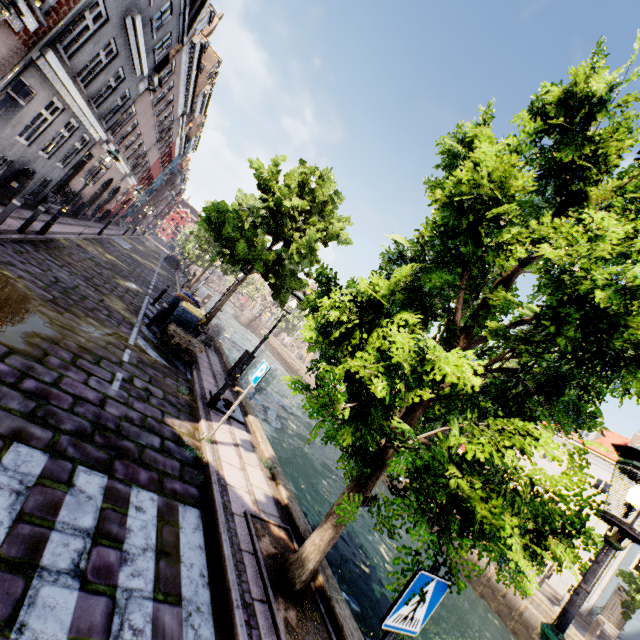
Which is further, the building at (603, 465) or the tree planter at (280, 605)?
the building at (603, 465)

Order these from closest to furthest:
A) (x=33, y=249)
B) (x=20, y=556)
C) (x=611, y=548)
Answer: (x=611, y=548)
(x=20, y=556)
(x=33, y=249)

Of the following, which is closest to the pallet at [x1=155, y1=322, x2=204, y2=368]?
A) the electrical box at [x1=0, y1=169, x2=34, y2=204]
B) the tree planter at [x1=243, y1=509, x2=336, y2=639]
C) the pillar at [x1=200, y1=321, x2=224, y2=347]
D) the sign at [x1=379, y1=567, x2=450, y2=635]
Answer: the pillar at [x1=200, y1=321, x2=224, y2=347]

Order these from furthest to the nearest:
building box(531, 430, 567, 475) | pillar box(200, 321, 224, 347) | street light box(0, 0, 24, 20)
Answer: building box(531, 430, 567, 475) < pillar box(200, 321, 224, 347) < street light box(0, 0, 24, 20)

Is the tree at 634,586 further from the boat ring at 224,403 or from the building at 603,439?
the building at 603,439

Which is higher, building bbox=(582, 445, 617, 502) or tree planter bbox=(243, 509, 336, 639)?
building bbox=(582, 445, 617, 502)

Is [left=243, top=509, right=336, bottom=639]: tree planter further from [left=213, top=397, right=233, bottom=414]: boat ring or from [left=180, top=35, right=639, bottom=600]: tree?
[left=213, top=397, right=233, bottom=414]: boat ring

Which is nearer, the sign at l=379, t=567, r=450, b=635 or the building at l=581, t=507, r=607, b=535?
the sign at l=379, t=567, r=450, b=635
